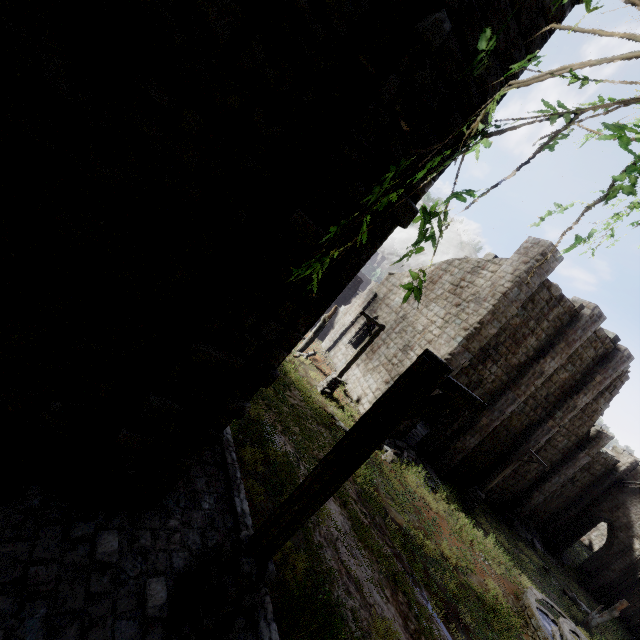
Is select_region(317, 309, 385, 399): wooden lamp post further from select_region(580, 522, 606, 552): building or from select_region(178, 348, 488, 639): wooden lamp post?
select_region(178, 348, 488, 639): wooden lamp post

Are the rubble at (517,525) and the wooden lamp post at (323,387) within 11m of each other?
no

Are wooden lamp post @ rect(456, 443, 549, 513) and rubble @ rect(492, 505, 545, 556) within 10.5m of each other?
yes

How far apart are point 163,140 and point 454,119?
3.2 meters

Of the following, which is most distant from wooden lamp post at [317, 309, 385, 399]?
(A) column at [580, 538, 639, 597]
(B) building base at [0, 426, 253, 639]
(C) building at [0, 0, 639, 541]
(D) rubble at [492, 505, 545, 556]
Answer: (A) column at [580, 538, 639, 597]

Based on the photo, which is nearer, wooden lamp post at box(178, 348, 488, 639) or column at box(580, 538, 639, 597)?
wooden lamp post at box(178, 348, 488, 639)

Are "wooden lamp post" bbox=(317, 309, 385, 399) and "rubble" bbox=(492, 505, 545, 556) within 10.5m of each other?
no

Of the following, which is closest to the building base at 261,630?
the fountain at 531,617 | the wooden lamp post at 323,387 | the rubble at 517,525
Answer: the wooden lamp post at 323,387
